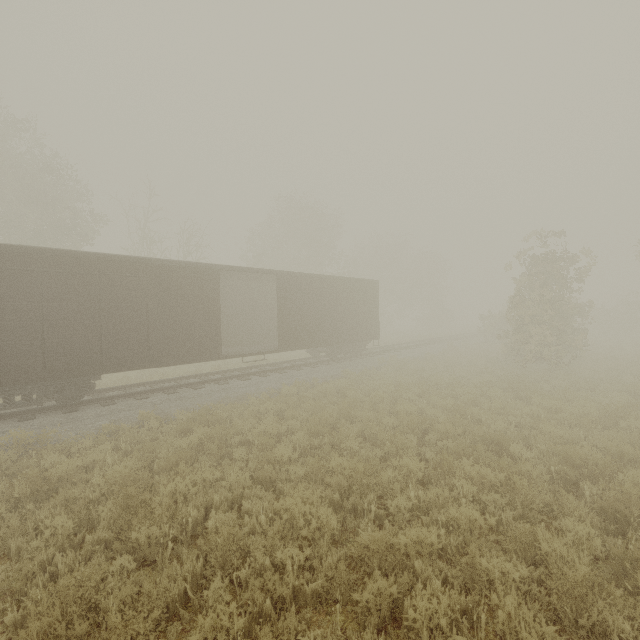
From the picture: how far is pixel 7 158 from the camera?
22.4m

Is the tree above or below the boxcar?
above

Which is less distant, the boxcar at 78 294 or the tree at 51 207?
the boxcar at 78 294

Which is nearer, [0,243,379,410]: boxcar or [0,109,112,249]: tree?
[0,243,379,410]: boxcar

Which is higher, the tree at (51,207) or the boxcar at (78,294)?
the tree at (51,207)
